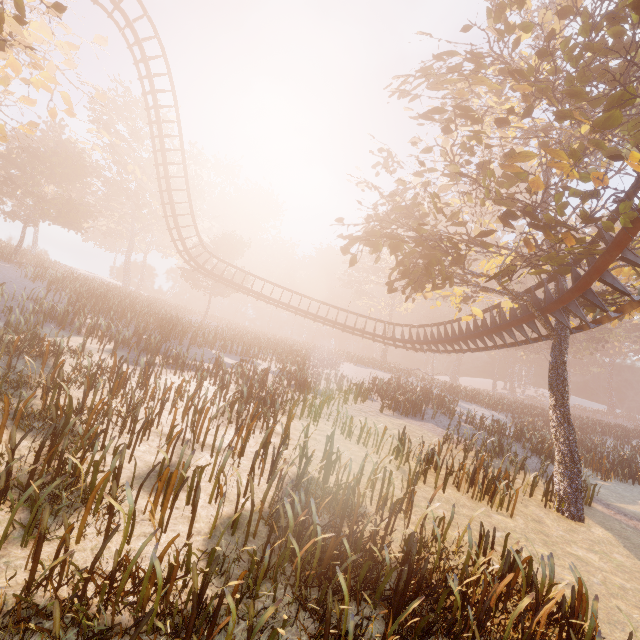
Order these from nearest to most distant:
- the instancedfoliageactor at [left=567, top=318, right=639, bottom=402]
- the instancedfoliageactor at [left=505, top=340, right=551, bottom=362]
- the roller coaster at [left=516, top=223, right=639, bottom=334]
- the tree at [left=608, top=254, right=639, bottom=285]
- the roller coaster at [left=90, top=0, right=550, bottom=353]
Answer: the roller coaster at [left=516, top=223, right=639, bottom=334] < the tree at [left=608, top=254, right=639, bottom=285] < the roller coaster at [left=90, top=0, right=550, bottom=353] < the instancedfoliageactor at [left=567, top=318, right=639, bottom=402] < the instancedfoliageactor at [left=505, top=340, right=551, bottom=362]

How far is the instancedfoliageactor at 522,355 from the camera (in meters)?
45.00

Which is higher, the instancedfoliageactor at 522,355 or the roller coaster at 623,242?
the instancedfoliageactor at 522,355

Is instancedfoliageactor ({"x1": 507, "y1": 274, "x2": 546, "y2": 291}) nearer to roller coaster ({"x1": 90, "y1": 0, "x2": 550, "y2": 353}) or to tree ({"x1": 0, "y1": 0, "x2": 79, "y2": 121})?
roller coaster ({"x1": 90, "y1": 0, "x2": 550, "y2": 353})

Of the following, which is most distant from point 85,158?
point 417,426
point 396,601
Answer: point 396,601

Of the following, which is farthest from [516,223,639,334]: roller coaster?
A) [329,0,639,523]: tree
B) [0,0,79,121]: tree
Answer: [0,0,79,121]: tree

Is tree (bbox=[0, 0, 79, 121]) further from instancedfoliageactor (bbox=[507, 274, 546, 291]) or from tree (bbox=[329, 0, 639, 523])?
instancedfoliageactor (bbox=[507, 274, 546, 291])

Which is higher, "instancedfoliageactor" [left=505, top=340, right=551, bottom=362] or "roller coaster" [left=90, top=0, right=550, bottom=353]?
"instancedfoliageactor" [left=505, top=340, right=551, bottom=362]
